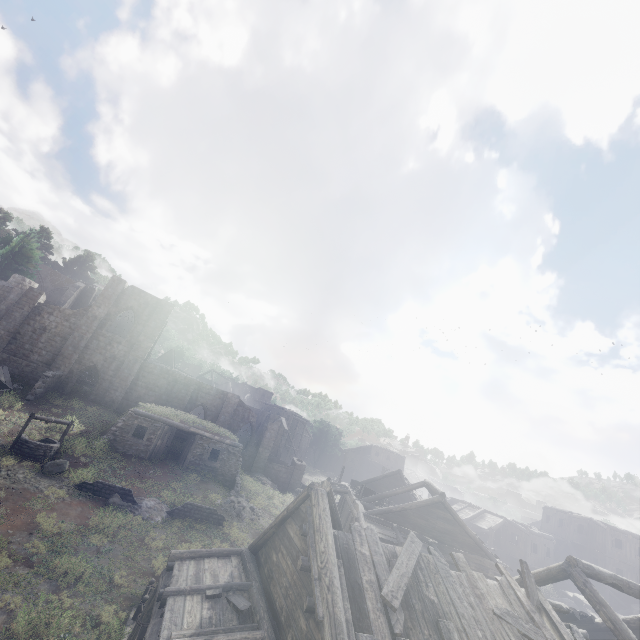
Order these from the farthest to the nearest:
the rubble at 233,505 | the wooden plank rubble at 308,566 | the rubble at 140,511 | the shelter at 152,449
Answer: the shelter at 152,449 < the rubble at 233,505 < the rubble at 140,511 < the wooden plank rubble at 308,566

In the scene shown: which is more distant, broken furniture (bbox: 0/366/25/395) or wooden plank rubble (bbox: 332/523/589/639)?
broken furniture (bbox: 0/366/25/395)

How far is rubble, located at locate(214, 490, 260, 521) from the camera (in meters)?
20.30

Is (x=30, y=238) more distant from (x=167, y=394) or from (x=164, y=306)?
(x=167, y=394)

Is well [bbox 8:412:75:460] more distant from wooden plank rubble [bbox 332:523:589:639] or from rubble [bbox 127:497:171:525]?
wooden plank rubble [bbox 332:523:589:639]

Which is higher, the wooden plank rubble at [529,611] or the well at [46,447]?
the wooden plank rubble at [529,611]

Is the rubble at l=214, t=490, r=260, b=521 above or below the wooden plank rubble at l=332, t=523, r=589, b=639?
below

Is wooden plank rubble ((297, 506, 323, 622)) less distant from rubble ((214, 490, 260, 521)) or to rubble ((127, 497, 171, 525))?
rubble ((127, 497, 171, 525))
